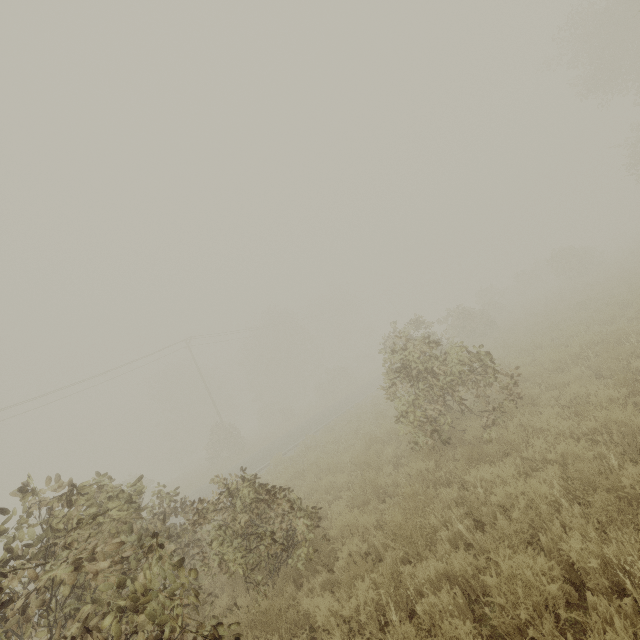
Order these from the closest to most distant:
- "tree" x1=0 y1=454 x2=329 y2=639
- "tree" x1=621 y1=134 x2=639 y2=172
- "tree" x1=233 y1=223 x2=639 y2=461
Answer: "tree" x1=0 y1=454 x2=329 y2=639
"tree" x1=233 y1=223 x2=639 y2=461
"tree" x1=621 y1=134 x2=639 y2=172

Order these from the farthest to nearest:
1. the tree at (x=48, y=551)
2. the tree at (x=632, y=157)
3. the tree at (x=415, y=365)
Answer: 1. the tree at (x=632, y=157)
2. the tree at (x=415, y=365)
3. the tree at (x=48, y=551)

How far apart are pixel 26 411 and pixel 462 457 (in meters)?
30.33

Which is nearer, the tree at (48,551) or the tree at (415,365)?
the tree at (48,551)

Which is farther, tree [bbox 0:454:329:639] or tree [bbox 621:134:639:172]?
tree [bbox 621:134:639:172]

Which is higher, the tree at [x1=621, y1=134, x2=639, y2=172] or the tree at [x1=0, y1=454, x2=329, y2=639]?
the tree at [x1=621, y1=134, x2=639, y2=172]

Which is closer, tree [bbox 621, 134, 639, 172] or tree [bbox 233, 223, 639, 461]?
tree [bbox 233, 223, 639, 461]
